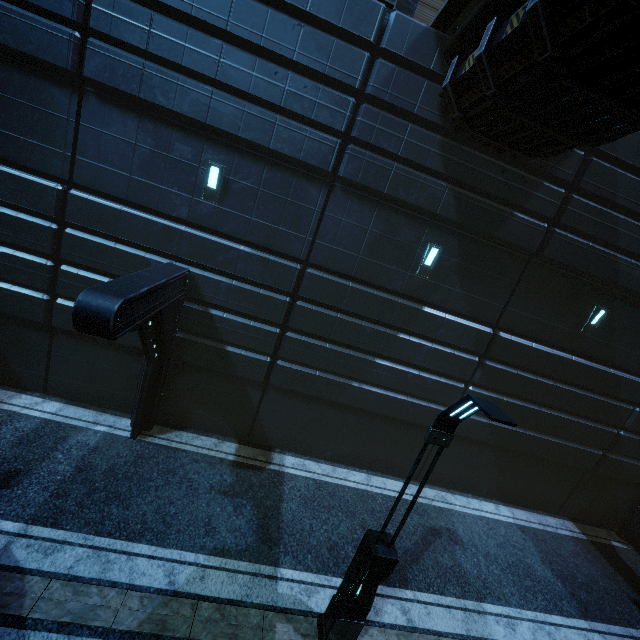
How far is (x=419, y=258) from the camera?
8.9 meters

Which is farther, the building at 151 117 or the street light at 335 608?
the building at 151 117

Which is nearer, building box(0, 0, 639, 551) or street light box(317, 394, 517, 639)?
street light box(317, 394, 517, 639)
